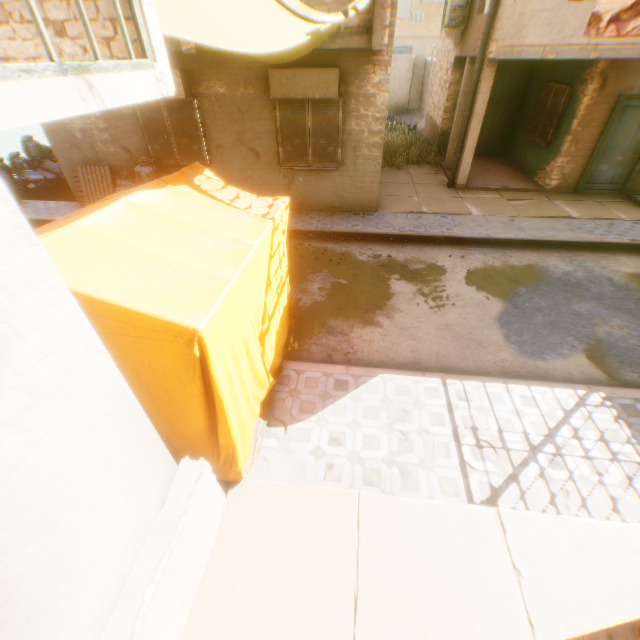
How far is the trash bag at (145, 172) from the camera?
8.97m

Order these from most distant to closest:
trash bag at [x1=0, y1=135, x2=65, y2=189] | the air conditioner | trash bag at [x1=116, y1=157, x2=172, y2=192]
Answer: trash bag at [x1=0, y1=135, x2=65, y2=189], the air conditioner, trash bag at [x1=116, y1=157, x2=172, y2=192]

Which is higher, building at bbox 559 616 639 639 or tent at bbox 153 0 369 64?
tent at bbox 153 0 369 64

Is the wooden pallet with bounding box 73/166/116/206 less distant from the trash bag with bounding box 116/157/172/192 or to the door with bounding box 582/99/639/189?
the trash bag with bounding box 116/157/172/192

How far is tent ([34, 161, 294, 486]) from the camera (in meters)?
2.29

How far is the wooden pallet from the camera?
9.4m

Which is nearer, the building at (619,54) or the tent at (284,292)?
the tent at (284,292)

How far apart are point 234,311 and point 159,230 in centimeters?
114cm
